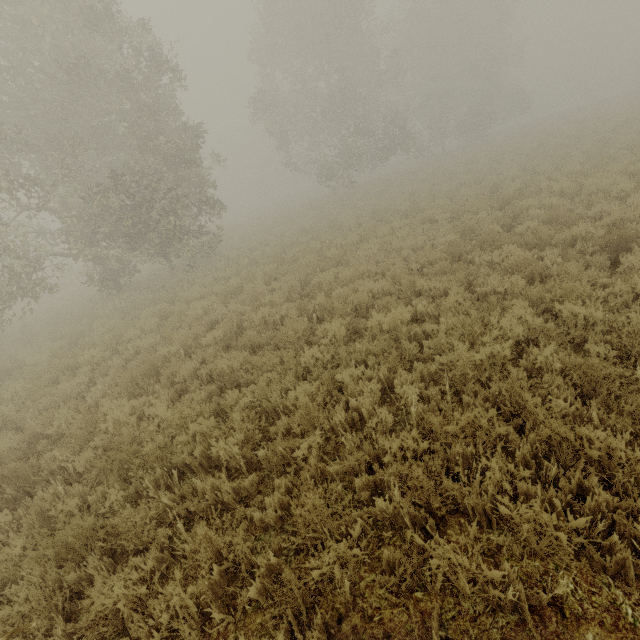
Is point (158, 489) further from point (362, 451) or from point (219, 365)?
point (362, 451)
